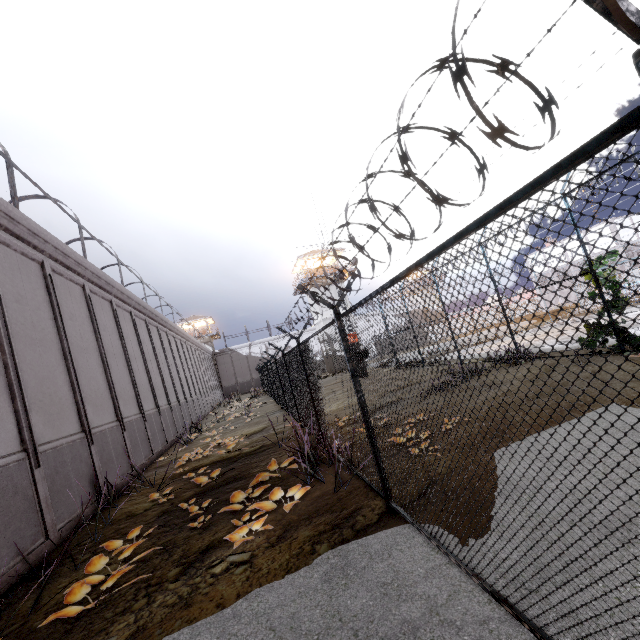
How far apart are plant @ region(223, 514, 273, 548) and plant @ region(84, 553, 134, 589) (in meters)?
1.09

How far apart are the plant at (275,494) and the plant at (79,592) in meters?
0.9

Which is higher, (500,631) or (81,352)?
(81,352)

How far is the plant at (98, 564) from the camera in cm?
442

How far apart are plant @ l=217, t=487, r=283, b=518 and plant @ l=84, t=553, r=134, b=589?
0.94m

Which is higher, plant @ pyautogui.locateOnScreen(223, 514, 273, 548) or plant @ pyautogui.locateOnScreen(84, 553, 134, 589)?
plant @ pyautogui.locateOnScreen(84, 553, 134, 589)

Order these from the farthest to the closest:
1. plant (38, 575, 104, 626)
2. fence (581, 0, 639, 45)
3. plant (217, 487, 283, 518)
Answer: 1. plant (217, 487, 283, 518)
2. plant (38, 575, 104, 626)
3. fence (581, 0, 639, 45)

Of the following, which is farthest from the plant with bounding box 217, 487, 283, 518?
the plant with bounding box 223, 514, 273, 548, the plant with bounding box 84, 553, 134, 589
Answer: the plant with bounding box 84, 553, 134, 589
